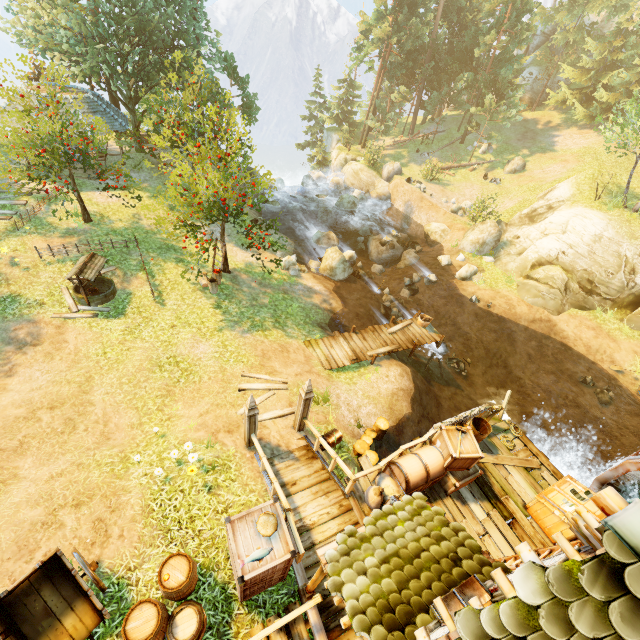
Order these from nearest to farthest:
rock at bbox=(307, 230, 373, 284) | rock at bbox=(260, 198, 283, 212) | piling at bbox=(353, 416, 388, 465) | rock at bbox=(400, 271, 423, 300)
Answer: piling at bbox=(353, 416, 388, 465) → rock at bbox=(307, 230, 373, 284) → rock at bbox=(400, 271, 423, 300) → rock at bbox=(260, 198, 283, 212)

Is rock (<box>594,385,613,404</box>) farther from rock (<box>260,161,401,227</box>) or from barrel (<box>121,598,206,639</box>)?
rock (<box>260,161,401,227</box>)

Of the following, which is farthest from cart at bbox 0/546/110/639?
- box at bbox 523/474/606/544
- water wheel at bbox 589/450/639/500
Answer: water wheel at bbox 589/450/639/500

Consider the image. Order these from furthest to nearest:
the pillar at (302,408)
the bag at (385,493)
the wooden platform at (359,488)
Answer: the pillar at (302,408) → the bag at (385,493) → the wooden platform at (359,488)

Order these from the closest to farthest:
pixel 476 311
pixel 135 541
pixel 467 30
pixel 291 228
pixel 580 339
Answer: pixel 135 541 < pixel 580 339 < pixel 476 311 < pixel 291 228 < pixel 467 30

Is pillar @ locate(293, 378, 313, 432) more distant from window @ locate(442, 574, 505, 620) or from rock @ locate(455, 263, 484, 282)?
rock @ locate(455, 263, 484, 282)

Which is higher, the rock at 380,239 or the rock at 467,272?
the rock at 467,272

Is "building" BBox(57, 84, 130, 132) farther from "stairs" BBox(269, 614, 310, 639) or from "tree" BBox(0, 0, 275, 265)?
"stairs" BBox(269, 614, 310, 639)
